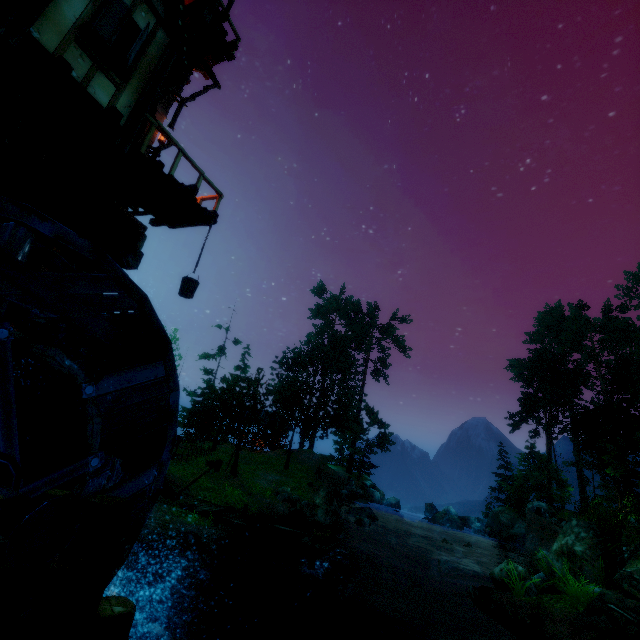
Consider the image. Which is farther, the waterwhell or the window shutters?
the window shutters

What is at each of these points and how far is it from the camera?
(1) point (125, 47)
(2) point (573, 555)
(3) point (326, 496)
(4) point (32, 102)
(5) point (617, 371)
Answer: (1) window, 6.50m
(2) rock, 13.58m
(3) rock, 18.64m
(4) building, 6.13m
(5) tree, 35.69m

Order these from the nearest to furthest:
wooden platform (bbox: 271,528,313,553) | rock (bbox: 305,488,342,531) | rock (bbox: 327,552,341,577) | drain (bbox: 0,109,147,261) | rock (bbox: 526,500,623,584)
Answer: drain (bbox: 0,109,147,261) < wooden platform (bbox: 271,528,313,553) < rock (bbox: 526,500,623,584) < rock (bbox: 327,552,341,577) < rock (bbox: 305,488,342,531)

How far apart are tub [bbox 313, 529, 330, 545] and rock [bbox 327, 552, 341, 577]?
2.30m

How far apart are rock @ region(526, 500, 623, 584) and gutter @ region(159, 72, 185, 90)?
21.56m

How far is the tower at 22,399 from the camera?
6.2m

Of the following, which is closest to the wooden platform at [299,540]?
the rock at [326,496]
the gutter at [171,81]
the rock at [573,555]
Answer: the rock at [326,496]

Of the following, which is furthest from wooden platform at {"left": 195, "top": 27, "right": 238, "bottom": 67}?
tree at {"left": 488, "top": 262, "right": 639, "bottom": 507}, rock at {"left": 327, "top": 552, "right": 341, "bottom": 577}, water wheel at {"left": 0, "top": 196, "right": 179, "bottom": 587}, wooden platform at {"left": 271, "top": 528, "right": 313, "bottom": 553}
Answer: rock at {"left": 327, "top": 552, "right": 341, "bottom": 577}
